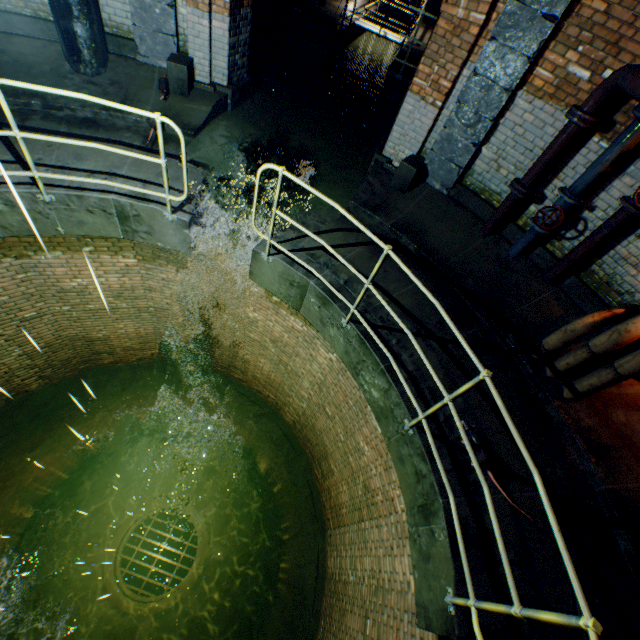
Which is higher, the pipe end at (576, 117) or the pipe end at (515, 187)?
the pipe end at (576, 117)

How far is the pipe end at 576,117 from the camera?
3.9 meters

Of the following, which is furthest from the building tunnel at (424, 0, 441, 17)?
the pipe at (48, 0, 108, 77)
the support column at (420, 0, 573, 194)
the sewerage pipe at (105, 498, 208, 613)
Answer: the sewerage pipe at (105, 498, 208, 613)

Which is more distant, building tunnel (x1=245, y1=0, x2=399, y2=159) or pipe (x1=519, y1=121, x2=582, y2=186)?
building tunnel (x1=245, y1=0, x2=399, y2=159)

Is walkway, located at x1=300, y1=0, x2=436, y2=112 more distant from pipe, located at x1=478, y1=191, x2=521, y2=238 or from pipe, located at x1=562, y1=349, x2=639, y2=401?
pipe, located at x1=562, y1=349, x2=639, y2=401

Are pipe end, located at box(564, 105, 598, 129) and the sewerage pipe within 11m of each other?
no

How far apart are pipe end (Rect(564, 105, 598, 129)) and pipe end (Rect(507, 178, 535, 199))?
0.8m

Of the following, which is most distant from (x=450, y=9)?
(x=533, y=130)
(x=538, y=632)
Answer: (x=538, y=632)
